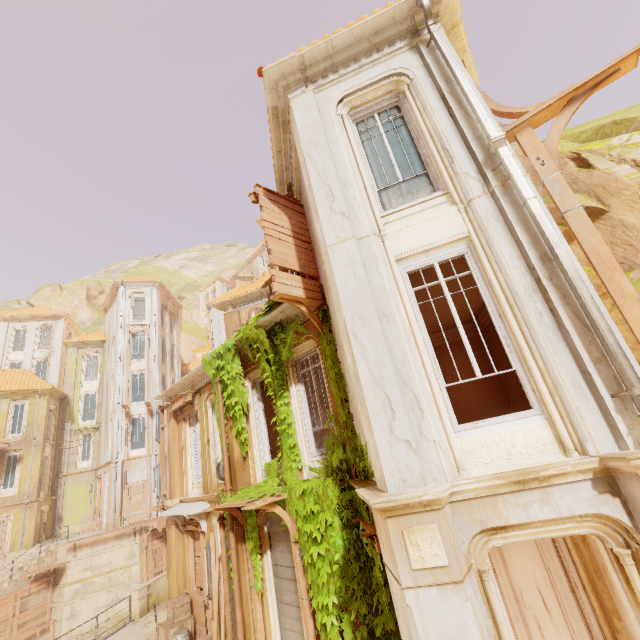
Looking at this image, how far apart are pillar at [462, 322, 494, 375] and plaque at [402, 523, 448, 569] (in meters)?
8.19

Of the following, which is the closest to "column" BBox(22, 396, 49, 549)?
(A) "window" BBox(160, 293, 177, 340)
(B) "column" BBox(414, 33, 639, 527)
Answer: (A) "window" BBox(160, 293, 177, 340)

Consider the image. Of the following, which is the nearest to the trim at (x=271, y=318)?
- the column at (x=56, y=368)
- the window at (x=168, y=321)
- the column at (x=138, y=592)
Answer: the column at (x=138, y=592)

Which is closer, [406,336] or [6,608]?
[406,336]

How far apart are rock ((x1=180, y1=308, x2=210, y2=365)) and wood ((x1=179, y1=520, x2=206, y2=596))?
39.3 meters

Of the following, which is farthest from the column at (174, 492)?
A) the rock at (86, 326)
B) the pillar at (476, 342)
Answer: the rock at (86, 326)

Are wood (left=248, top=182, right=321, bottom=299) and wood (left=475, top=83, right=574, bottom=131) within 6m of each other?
yes

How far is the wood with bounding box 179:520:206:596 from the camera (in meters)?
11.23
